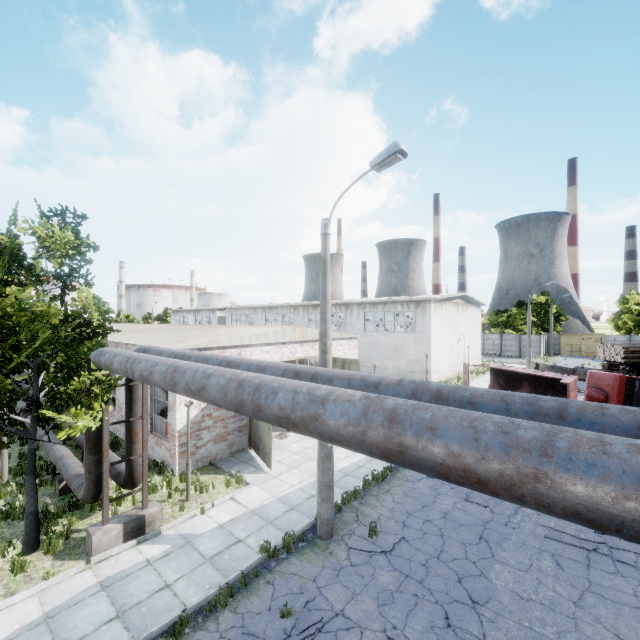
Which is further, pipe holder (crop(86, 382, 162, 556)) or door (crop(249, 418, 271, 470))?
door (crop(249, 418, 271, 470))

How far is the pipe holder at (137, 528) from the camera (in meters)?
8.41

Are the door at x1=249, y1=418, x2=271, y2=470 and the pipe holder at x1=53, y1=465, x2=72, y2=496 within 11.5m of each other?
yes

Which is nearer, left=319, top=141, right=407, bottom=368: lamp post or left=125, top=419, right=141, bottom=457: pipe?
left=319, top=141, right=407, bottom=368: lamp post

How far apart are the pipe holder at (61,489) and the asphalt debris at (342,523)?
8.77m

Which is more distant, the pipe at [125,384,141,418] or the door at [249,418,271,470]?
the door at [249,418,271,470]

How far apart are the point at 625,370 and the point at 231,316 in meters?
47.8

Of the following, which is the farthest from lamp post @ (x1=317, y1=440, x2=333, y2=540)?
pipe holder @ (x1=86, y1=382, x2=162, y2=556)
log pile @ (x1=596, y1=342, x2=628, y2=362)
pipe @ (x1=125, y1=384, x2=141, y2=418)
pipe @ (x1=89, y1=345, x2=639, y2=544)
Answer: log pile @ (x1=596, y1=342, x2=628, y2=362)
